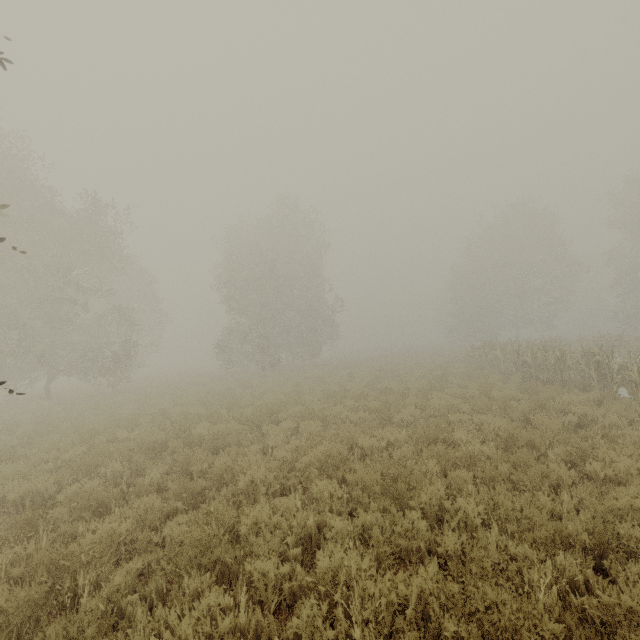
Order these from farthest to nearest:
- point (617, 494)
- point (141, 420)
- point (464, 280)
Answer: point (464, 280) < point (141, 420) < point (617, 494)

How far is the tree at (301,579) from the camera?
3.3 meters

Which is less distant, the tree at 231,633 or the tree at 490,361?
the tree at 231,633

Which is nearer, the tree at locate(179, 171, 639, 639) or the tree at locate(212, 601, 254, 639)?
the tree at locate(212, 601, 254, 639)

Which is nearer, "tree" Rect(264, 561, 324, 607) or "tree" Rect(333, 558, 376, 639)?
"tree" Rect(333, 558, 376, 639)

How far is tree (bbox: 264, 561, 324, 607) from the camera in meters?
3.3
